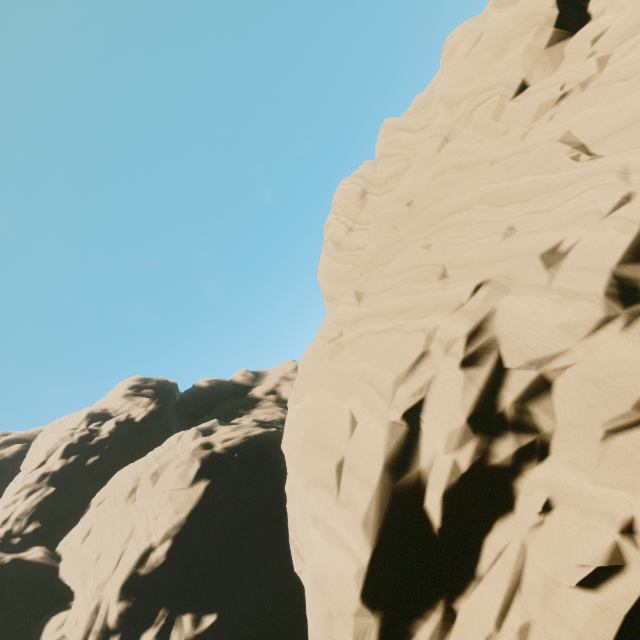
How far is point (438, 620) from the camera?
8.5m
